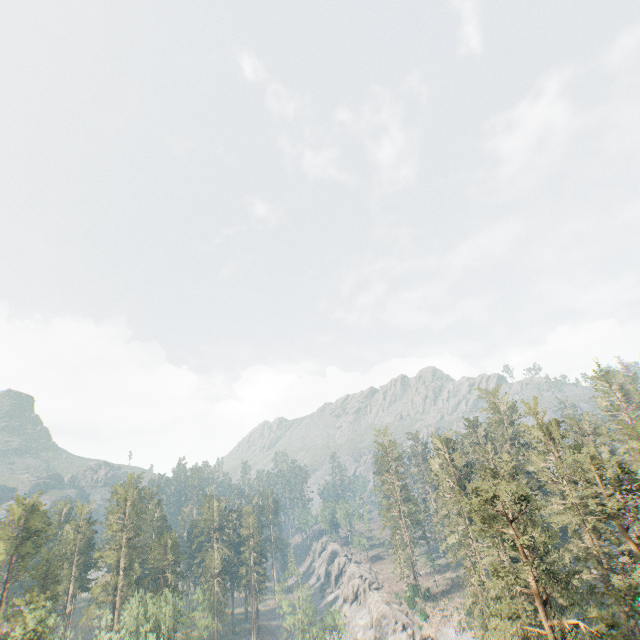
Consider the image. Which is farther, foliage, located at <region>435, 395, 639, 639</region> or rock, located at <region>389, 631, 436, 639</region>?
rock, located at <region>389, 631, 436, 639</region>

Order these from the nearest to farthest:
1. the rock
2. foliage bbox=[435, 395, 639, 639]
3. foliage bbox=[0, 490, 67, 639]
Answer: foliage bbox=[435, 395, 639, 639]
foliage bbox=[0, 490, 67, 639]
the rock

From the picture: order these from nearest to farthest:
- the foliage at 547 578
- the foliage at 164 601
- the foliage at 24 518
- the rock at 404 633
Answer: the foliage at 547 578
the foliage at 24 518
the foliage at 164 601
the rock at 404 633

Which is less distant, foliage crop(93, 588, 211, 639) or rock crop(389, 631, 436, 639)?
foliage crop(93, 588, 211, 639)

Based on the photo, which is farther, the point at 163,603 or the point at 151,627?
the point at 163,603

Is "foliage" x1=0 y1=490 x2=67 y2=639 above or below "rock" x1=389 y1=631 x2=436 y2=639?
above

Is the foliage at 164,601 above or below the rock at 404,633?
above

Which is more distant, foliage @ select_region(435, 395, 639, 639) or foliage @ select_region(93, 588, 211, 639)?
foliage @ select_region(93, 588, 211, 639)
